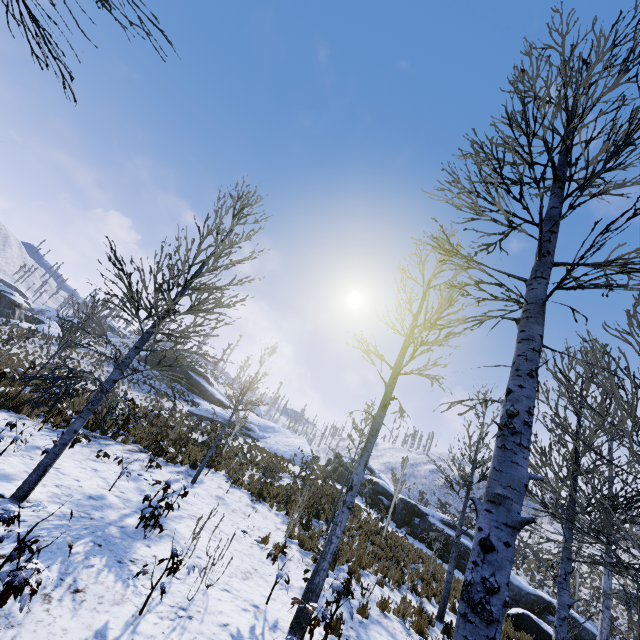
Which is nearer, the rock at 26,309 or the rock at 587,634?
the rock at 587,634

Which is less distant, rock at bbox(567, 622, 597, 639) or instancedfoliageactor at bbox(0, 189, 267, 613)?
instancedfoliageactor at bbox(0, 189, 267, 613)

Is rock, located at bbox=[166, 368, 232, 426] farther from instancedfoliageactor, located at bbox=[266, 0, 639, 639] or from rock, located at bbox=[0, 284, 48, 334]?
instancedfoliageactor, located at bbox=[266, 0, 639, 639]

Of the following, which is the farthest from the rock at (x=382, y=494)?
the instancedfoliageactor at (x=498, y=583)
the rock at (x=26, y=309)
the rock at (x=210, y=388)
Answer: the rock at (x=26, y=309)

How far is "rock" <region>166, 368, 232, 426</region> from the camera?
32.78m

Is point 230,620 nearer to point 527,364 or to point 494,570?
point 494,570

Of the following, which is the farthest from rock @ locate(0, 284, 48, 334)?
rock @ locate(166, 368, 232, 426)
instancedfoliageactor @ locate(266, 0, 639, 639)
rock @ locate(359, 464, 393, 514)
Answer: rock @ locate(359, 464, 393, 514)
